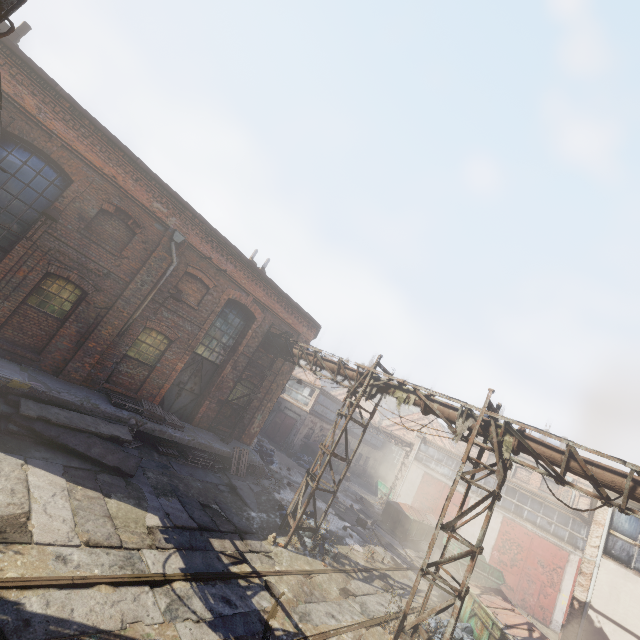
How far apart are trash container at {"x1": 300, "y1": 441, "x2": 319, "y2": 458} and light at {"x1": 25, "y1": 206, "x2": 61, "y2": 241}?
24.2 meters

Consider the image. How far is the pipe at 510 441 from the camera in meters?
8.3 m

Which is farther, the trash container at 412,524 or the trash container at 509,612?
the trash container at 412,524

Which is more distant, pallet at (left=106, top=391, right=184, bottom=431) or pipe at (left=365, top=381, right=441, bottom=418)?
pallet at (left=106, top=391, right=184, bottom=431)

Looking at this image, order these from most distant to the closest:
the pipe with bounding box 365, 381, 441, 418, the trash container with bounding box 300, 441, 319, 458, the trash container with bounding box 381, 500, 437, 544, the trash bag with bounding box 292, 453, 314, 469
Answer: the trash container with bounding box 300, 441, 319, 458 → the trash bag with bounding box 292, 453, 314, 469 → the trash container with bounding box 381, 500, 437, 544 → the pipe with bounding box 365, 381, 441, 418

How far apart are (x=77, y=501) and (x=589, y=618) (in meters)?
14.97

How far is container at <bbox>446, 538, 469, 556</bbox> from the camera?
19.2m

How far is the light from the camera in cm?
913
